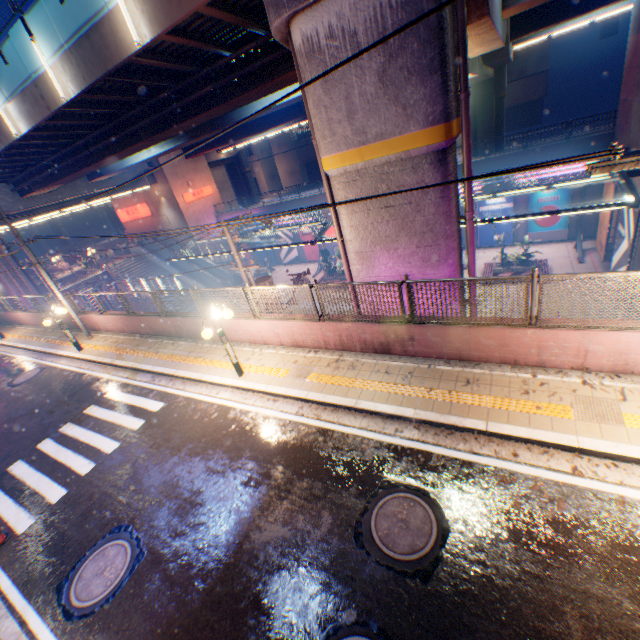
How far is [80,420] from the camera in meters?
10.5 m

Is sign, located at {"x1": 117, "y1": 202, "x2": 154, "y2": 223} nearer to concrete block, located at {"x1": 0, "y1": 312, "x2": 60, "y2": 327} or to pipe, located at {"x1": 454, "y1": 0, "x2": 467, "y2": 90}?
concrete block, located at {"x1": 0, "y1": 312, "x2": 60, "y2": 327}

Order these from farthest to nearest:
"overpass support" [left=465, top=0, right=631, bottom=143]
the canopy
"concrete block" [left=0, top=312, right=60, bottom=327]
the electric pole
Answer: "concrete block" [left=0, top=312, right=60, bottom=327], the canopy, "overpass support" [left=465, top=0, right=631, bottom=143], the electric pole

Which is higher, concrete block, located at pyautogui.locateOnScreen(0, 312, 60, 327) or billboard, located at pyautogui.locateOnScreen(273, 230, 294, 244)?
concrete block, located at pyautogui.locateOnScreen(0, 312, 60, 327)

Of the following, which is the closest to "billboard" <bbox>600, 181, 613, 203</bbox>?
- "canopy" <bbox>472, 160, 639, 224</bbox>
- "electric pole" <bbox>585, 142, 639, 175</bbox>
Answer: "canopy" <bbox>472, 160, 639, 224</bbox>

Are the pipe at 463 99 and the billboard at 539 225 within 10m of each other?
no

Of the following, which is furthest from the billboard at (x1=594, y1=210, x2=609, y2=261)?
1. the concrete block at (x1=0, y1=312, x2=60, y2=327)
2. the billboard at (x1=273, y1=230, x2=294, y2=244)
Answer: the billboard at (x1=273, y1=230, x2=294, y2=244)

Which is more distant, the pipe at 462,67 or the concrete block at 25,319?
the concrete block at 25,319
